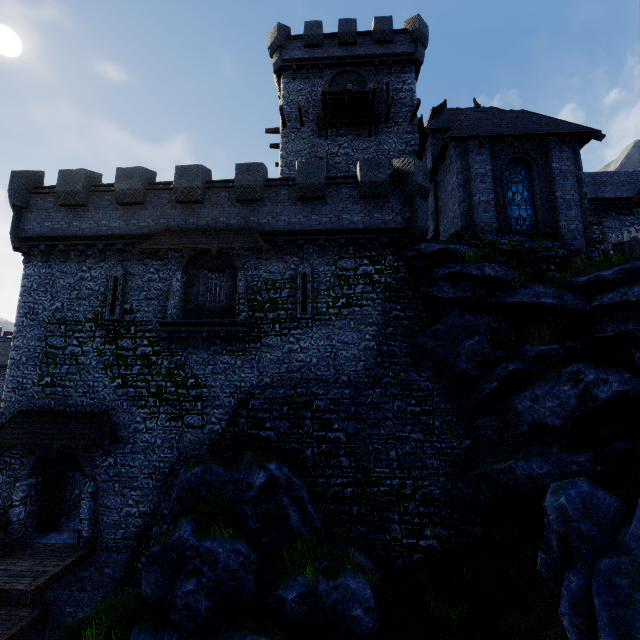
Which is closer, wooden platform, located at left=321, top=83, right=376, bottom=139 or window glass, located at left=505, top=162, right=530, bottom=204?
window glass, located at left=505, top=162, right=530, bottom=204

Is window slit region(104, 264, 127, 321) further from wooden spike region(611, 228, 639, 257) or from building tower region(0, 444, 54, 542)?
wooden spike region(611, 228, 639, 257)

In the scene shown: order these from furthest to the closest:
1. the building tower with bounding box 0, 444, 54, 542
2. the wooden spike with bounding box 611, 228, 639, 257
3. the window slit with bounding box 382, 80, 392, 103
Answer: the window slit with bounding box 382, 80, 392, 103
the building tower with bounding box 0, 444, 54, 542
the wooden spike with bounding box 611, 228, 639, 257

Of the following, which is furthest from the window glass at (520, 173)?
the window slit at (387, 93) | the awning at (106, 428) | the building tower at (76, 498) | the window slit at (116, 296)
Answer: the awning at (106, 428)

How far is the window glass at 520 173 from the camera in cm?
1566

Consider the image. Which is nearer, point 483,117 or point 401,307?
point 401,307

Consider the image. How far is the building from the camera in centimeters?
1518cm

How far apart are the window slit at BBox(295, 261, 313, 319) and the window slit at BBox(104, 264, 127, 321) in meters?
8.2 m
